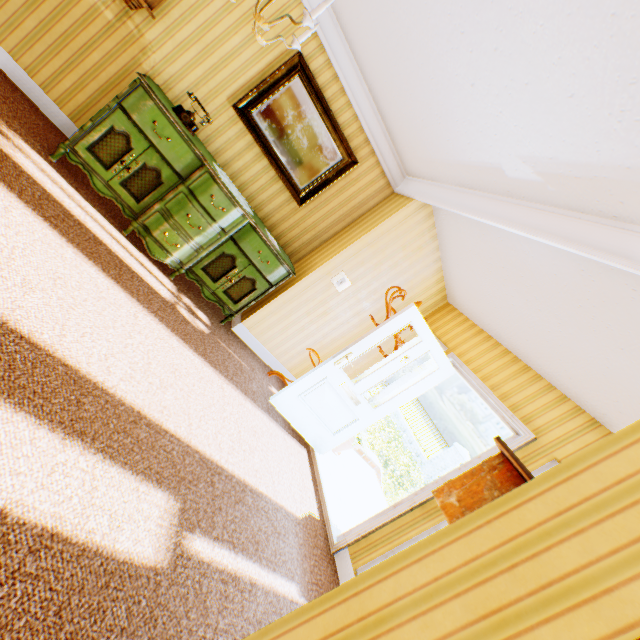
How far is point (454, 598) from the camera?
1.26m

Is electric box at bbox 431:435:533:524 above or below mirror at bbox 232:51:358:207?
below

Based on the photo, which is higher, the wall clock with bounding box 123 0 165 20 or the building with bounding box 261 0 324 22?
the building with bounding box 261 0 324 22

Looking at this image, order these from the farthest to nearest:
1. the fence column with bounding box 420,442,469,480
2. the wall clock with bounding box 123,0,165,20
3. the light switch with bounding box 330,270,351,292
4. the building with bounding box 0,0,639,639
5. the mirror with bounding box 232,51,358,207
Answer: the fence column with bounding box 420,442,469,480, the light switch with bounding box 330,270,351,292, the mirror with bounding box 232,51,358,207, the wall clock with bounding box 123,0,165,20, the building with bounding box 0,0,639,639

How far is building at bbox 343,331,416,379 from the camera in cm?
492

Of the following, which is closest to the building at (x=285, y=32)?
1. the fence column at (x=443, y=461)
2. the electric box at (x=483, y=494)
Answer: the electric box at (x=483, y=494)

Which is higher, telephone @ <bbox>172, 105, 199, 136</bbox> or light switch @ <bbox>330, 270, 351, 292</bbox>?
light switch @ <bbox>330, 270, 351, 292</bbox>
